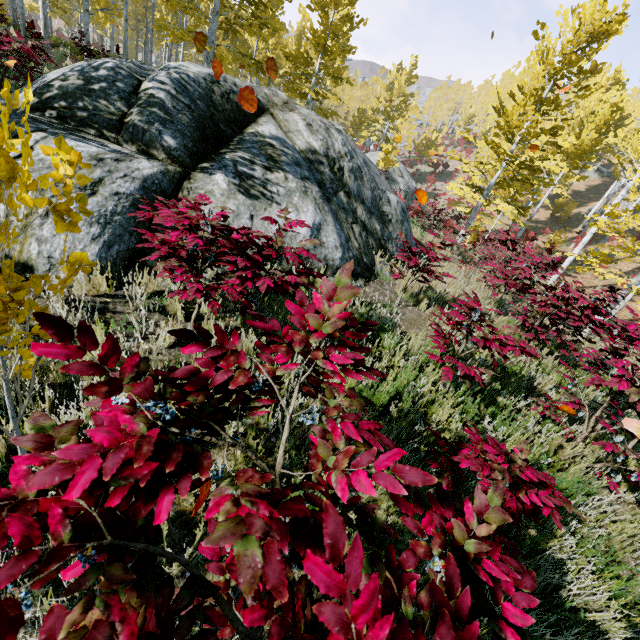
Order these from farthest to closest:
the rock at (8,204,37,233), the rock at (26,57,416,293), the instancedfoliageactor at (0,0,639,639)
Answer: the rock at (26,57,416,293) < the rock at (8,204,37,233) < the instancedfoliageactor at (0,0,639,639)

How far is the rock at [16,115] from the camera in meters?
3.5

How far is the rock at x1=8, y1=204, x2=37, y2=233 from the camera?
3.0m

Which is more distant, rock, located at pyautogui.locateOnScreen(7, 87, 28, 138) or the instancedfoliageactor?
rock, located at pyautogui.locateOnScreen(7, 87, 28, 138)

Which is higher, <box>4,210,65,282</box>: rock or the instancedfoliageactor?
the instancedfoliageactor

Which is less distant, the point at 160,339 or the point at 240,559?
the point at 240,559

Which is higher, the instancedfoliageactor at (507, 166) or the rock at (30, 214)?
the instancedfoliageactor at (507, 166)
